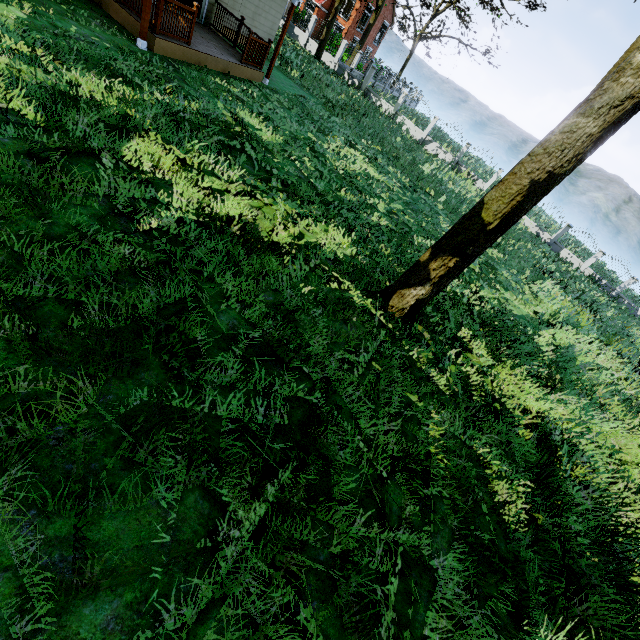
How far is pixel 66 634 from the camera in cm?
197

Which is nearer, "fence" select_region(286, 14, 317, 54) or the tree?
the tree

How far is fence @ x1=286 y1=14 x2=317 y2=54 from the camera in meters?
26.2 m

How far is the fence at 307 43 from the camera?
26.2m

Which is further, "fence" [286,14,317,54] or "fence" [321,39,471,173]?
"fence" [286,14,317,54]

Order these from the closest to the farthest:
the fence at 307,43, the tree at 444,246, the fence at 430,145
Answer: the tree at 444,246
the fence at 430,145
the fence at 307,43

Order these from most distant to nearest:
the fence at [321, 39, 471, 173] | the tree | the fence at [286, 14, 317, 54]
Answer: the fence at [286, 14, 317, 54]
the fence at [321, 39, 471, 173]
the tree
